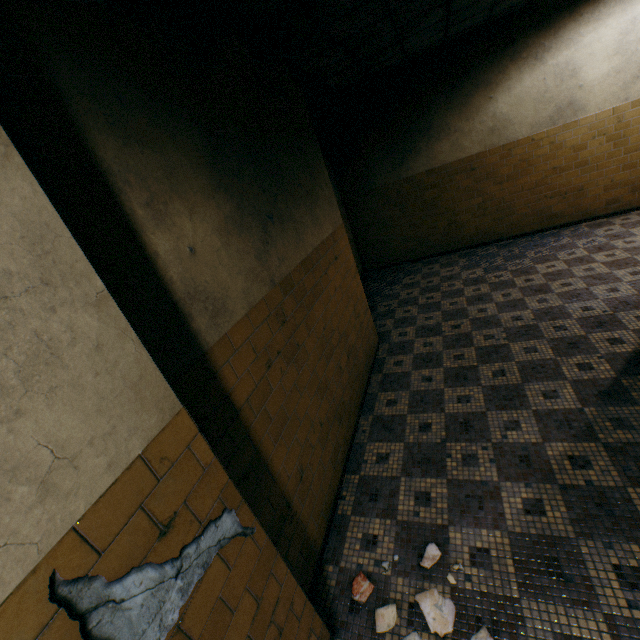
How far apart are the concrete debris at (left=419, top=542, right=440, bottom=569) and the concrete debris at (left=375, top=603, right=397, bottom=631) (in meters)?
0.13

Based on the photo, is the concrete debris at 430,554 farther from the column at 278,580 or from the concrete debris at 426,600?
the column at 278,580

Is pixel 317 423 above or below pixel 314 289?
below

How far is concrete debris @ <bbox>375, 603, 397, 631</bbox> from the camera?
2.0m

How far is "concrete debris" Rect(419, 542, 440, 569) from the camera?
2.3 meters

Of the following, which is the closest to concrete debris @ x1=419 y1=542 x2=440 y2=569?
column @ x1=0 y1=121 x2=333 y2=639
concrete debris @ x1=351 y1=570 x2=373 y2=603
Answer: concrete debris @ x1=351 y1=570 x2=373 y2=603

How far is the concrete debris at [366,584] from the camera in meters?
2.2
